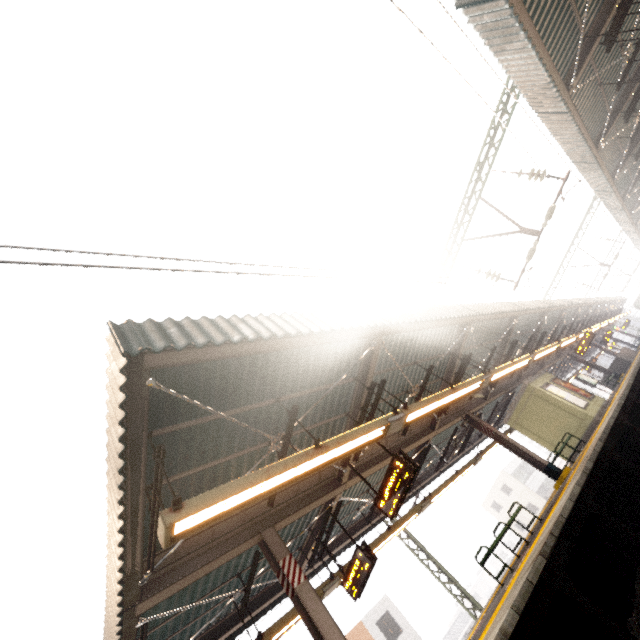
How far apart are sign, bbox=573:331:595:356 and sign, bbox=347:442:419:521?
19.3 meters

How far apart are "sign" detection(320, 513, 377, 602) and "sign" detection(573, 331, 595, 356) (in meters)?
19.52

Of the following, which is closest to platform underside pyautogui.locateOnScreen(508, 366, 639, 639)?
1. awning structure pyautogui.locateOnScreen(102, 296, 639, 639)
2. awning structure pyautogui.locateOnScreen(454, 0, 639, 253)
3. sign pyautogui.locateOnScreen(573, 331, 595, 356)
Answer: awning structure pyautogui.locateOnScreen(102, 296, 639, 639)

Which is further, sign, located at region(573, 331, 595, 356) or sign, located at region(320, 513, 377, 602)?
sign, located at region(573, 331, 595, 356)

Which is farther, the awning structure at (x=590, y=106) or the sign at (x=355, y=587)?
the sign at (x=355, y=587)

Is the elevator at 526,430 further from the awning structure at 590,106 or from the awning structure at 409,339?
the awning structure at 590,106

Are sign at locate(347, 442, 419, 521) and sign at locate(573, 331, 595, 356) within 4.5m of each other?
no

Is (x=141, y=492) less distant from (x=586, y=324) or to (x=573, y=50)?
(x=573, y=50)
